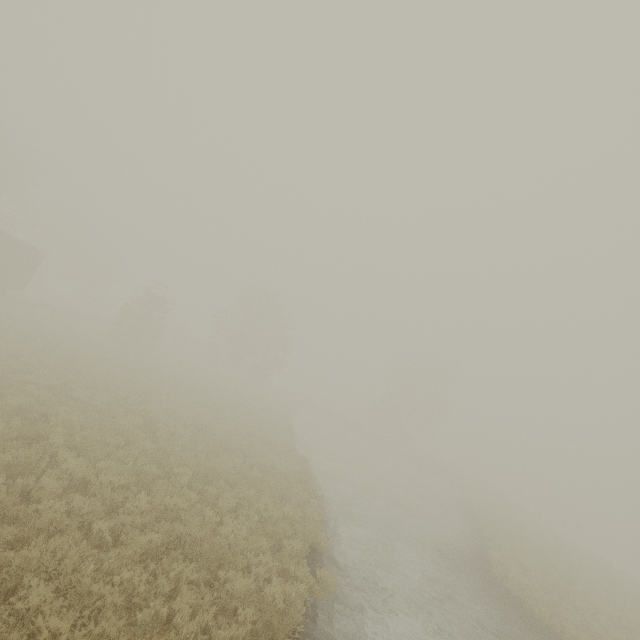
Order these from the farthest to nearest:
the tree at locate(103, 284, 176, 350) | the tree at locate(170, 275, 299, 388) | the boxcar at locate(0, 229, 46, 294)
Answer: the tree at locate(170, 275, 299, 388)
the tree at locate(103, 284, 176, 350)
the boxcar at locate(0, 229, 46, 294)

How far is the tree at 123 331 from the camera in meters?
29.7 m

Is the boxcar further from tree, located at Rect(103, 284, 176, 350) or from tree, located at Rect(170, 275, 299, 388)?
tree, located at Rect(170, 275, 299, 388)

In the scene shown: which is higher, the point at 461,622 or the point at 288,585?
the point at 288,585

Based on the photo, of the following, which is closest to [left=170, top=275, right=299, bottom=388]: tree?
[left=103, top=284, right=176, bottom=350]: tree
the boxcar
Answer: [left=103, top=284, right=176, bottom=350]: tree

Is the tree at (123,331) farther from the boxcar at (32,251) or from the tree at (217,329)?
the tree at (217,329)

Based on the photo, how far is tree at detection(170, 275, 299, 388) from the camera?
41.7 meters
